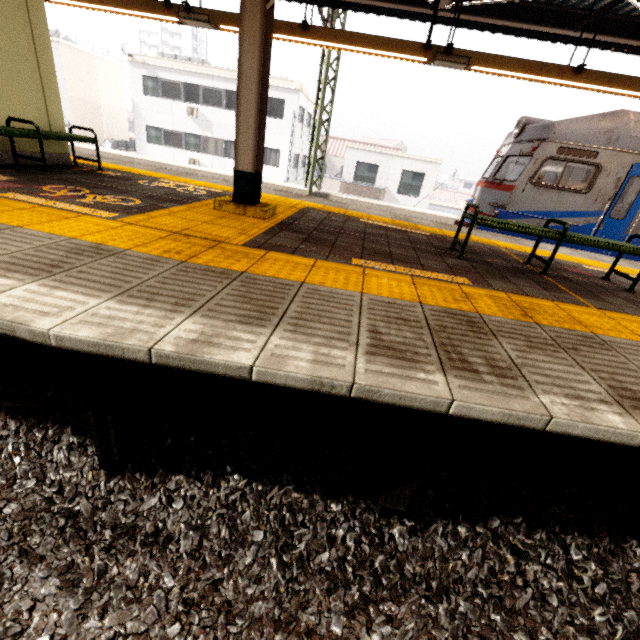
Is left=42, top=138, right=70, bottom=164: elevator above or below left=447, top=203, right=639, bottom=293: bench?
below

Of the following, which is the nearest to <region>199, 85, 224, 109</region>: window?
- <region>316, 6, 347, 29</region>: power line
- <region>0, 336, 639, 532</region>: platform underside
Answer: <region>316, 6, 347, 29</region>: power line

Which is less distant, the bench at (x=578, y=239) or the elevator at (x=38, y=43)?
the bench at (x=578, y=239)

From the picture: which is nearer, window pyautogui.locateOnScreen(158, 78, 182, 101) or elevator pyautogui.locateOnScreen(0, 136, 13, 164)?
elevator pyautogui.locateOnScreen(0, 136, 13, 164)

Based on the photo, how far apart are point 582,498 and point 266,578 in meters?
2.5

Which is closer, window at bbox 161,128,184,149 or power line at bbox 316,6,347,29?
power line at bbox 316,6,347,29

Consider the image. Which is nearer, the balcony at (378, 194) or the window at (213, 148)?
the balcony at (378, 194)

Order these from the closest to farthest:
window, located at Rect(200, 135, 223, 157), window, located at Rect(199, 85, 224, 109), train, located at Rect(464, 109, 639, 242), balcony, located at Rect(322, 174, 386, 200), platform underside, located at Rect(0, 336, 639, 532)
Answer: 1. platform underside, located at Rect(0, 336, 639, 532)
2. train, located at Rect(464, 109, 639, 242)
3. balcony, located at Rect(322, 174, 386, 200)
4. window, located at Rect(199, 85, 224, 109)
5. window, located at Rect(200, 135, 223, 157)
